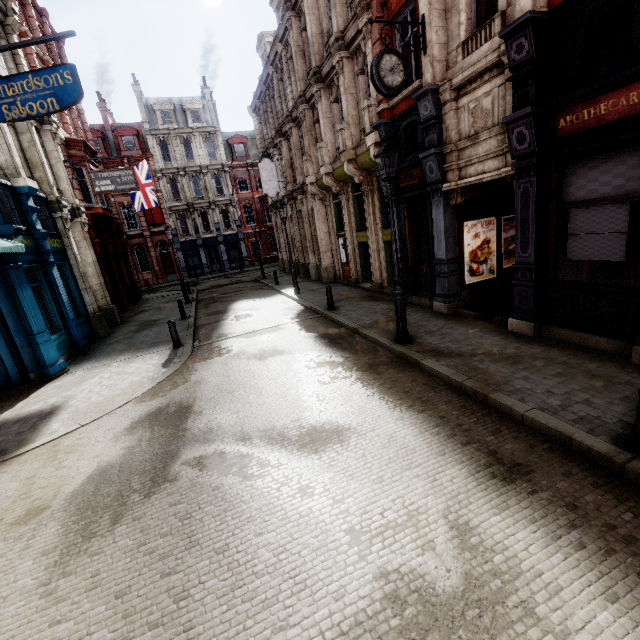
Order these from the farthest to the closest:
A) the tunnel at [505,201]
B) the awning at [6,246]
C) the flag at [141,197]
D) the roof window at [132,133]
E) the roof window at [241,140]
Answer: the roof window at [241,140] < the roof window at [132,133] < the flag at [141,197] < the tunnel at [505,201] < the awning at [6,246]

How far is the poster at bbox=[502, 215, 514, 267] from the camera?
10.28m

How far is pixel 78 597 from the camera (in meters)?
3.29

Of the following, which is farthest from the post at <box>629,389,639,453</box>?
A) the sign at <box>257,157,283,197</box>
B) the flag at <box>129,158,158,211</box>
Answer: the flag at <box>129,158,158,211</box>

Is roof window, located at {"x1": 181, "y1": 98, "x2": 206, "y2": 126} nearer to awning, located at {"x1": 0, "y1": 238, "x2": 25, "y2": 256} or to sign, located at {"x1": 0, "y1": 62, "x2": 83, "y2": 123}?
sign, located at {"x1": 0, "y1": 62, "x2": 83, "y2": 123}

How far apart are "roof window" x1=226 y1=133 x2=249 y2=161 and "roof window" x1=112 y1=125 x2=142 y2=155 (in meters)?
9.52

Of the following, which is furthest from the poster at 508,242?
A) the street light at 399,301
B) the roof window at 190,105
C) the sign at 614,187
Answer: the roof window at 190,105

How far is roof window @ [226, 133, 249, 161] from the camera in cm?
3897
